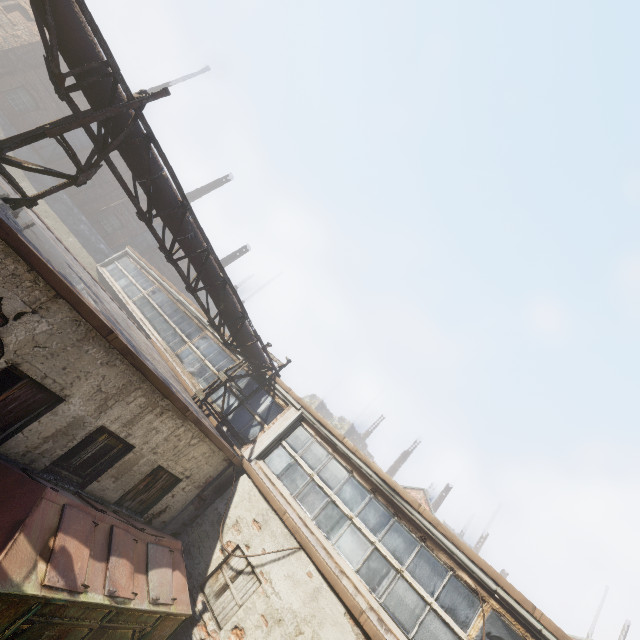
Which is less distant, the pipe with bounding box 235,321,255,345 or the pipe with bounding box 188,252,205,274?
the pipe with bounding box 188,252,205,274

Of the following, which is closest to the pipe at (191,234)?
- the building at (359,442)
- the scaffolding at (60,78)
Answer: the scaffolding at (60,78)

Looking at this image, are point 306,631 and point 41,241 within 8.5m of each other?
no

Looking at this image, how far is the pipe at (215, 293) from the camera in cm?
883

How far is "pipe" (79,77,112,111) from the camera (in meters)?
5.57

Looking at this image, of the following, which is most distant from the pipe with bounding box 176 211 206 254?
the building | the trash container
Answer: the building

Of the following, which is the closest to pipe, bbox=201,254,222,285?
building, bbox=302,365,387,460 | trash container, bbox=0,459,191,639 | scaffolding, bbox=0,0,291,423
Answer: scaffolding, bbox=0,0,291,423
